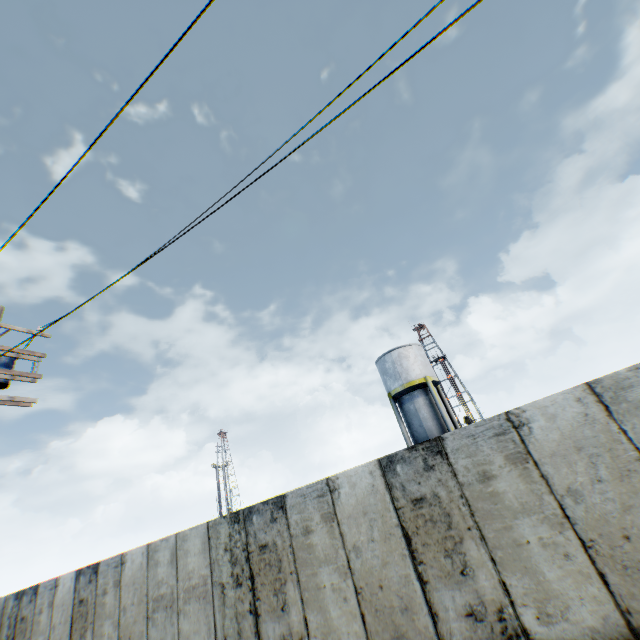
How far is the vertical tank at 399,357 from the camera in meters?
22.7 m

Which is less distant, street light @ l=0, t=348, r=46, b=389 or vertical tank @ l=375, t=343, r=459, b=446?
street light @ l=0, t=348, r=46, b=389

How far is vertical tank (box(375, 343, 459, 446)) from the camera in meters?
22.7 m

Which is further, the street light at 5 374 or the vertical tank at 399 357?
the vertical tank at 399 357

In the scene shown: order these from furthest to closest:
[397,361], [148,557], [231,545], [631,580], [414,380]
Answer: [397,361]
[414,380]
[148,557]
[231,545]
[631,580]
